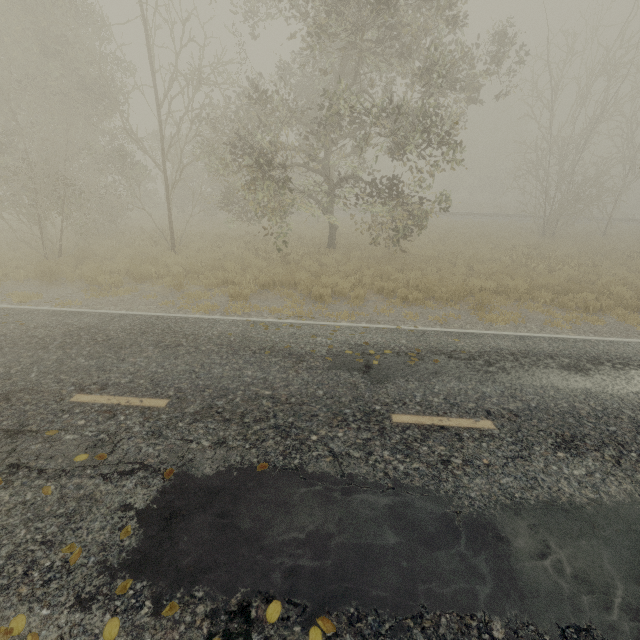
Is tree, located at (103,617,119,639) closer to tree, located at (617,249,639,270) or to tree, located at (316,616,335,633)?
tree, located at (316,616,335,633)

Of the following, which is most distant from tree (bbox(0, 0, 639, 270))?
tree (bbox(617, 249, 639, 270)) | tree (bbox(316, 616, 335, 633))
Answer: tree (bbox(316, 616, 335, 633))

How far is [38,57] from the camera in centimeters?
1313cm

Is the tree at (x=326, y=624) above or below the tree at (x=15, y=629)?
above

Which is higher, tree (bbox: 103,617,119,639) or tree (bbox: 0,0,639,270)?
tree (bbox: 0,0,639,270)

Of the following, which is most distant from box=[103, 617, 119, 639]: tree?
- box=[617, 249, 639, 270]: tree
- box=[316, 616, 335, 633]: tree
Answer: box=[617, 249, 639, 270]: tree

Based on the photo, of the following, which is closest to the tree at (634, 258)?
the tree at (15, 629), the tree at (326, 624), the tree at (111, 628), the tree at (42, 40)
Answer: the tree at (42, 40)

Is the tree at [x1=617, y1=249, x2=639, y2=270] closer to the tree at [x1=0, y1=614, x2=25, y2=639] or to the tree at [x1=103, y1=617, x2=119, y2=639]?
the tree at [x1=103, y1=617, x2=119, y2=639]
